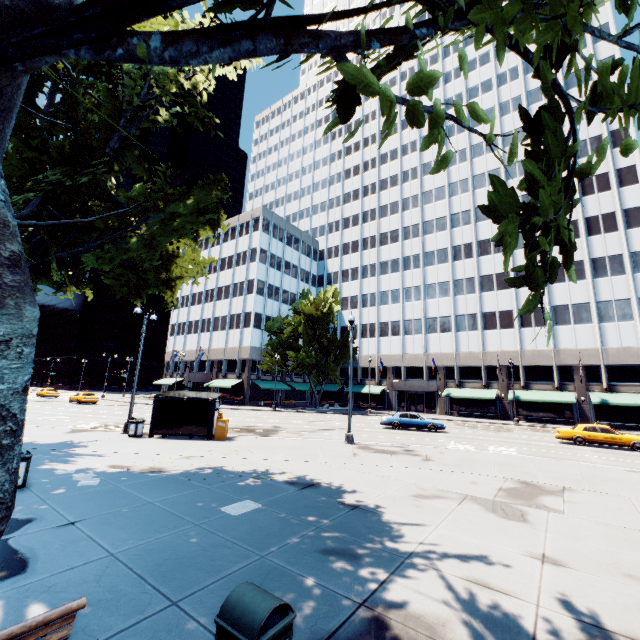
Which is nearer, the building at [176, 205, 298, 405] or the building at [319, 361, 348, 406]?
the building at [176, 205, 298, 405]

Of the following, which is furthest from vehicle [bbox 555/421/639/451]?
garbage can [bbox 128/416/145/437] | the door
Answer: garbage can [bbox 128/416/145/437]

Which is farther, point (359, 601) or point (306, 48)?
point (359, 601)

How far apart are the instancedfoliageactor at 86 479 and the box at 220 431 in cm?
741

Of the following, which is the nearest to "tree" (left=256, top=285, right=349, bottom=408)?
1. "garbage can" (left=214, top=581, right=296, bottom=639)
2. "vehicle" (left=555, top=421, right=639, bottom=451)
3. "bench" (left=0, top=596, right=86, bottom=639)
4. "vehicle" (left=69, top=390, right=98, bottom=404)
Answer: "bench" (left=0, top=596, right=86, bottom=639)

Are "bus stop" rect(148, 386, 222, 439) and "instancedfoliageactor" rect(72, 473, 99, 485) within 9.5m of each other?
yes

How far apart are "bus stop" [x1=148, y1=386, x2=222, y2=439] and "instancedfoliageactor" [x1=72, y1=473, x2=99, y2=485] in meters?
7.0 m

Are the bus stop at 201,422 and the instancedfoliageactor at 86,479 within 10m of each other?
yes
